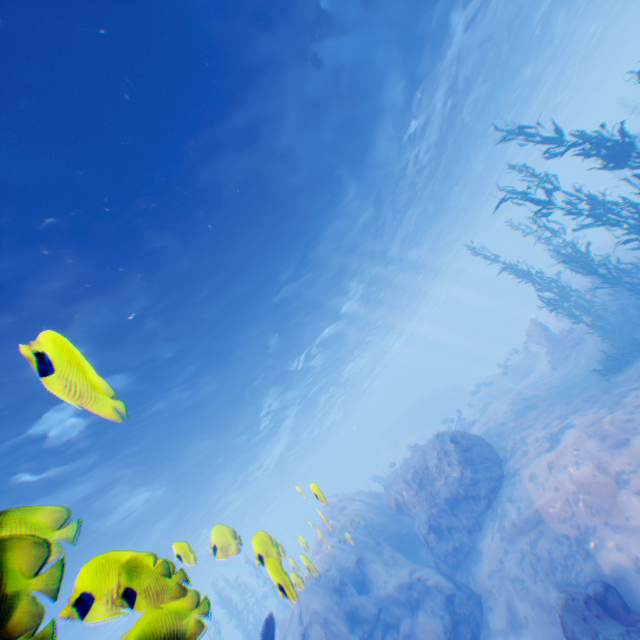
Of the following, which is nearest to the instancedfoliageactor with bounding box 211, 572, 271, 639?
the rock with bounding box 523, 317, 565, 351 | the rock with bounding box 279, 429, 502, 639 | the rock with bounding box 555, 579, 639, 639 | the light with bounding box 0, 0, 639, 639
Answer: the rock with bounding box 279, 429, 502, 639

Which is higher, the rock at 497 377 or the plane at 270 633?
the plane at 270 633

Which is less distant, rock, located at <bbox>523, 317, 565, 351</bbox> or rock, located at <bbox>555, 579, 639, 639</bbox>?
rock, located at <bbox>555, 579, 639, 639</bbox>

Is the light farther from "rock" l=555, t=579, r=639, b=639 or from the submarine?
"rock" l=555, t=579, r=639, b=639

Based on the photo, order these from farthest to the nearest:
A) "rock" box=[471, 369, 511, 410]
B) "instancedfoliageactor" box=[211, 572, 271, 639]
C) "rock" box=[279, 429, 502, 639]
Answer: "rock" box=[471, 369, 511, 410] → "instancedfoliageactor" box=[211, 572, 271, 639] → "rock" box=[279, 429, 502, 639]

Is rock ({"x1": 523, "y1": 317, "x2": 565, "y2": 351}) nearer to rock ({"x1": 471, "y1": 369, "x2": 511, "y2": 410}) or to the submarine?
the submarine

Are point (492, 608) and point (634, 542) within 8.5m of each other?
yes

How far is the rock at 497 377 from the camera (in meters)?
27.23
